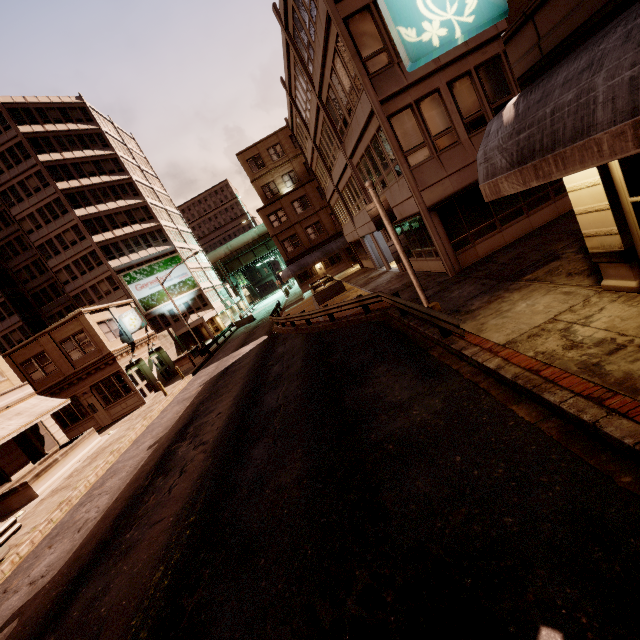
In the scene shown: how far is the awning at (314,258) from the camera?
39.4m

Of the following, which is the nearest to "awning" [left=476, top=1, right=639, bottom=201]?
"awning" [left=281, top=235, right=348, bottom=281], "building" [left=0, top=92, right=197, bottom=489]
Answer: "building" [left=0, top=92, right=197, bottom=489]

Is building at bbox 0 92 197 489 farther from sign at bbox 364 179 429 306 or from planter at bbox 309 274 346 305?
sign at bbox 364 179 429 306

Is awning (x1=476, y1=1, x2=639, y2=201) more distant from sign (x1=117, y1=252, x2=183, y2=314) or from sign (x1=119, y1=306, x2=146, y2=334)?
sign (x1=117, y1=252, x2=183, y2=314)

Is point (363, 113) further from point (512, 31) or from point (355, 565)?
point (355, 565)

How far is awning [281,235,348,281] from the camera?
39.4m

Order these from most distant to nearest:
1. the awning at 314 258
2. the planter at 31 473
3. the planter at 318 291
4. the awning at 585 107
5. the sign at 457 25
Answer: the awning at 314 258, the planter at 318 291, the planter at 31 473, the sign at 457 25, the awning at 585 107

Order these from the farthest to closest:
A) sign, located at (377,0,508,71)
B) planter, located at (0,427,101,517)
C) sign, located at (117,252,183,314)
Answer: sign, located at (117,252,183,314) < planter, located at (0,427,101,517) < sign, located at (377,0,508,71)
